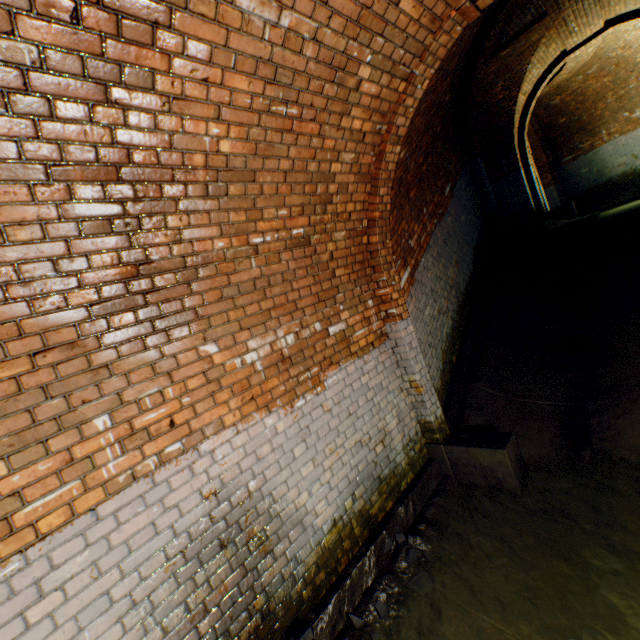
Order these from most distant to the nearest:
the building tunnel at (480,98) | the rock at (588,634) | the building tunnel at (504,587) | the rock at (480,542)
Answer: the building tunnel at (480,98)
the rock at (480,542)
the rock at (588,634)
the building tunnel at (504,587)

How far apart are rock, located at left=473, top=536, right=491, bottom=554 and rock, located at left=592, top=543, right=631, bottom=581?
0.8m

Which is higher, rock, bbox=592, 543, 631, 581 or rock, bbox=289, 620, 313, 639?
rock, bbox=289, 620, 313, 639

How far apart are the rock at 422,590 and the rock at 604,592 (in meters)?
1.26

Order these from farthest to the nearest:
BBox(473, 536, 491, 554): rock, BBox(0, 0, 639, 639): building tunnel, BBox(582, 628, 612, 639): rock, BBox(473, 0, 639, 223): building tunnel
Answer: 1. BBox(473, 0, 639, 223): building tunnel
2. BBox(473, 536, 491, 554): rock
3. BBox(582, 628, 612, 639): rock
4. BBox(0, 0, 639, 639): building tunnel

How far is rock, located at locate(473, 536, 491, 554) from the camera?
3.1 meters

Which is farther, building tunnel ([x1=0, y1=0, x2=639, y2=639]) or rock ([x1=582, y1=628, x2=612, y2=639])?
rock ([x1=582, y1=628, x2=612, y2=639])

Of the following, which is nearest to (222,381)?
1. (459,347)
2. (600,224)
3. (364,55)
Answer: (364,55)
